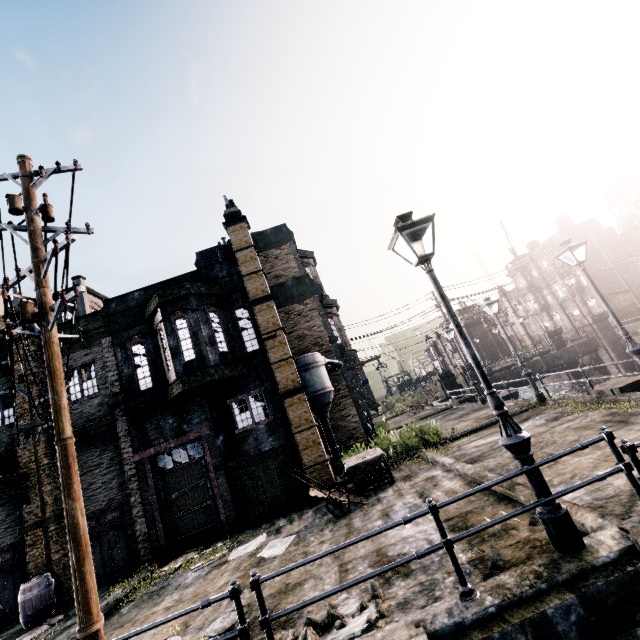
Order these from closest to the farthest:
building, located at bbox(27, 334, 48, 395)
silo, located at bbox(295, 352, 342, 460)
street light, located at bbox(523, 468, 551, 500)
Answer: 1. street light, located at bbox(523, 468, 551, 500)
2. building, located at bbox(27, 334, 48, 395)
3. silo, located at bbox(295, 352, 342, 460)

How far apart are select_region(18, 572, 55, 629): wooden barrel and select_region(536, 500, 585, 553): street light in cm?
1596

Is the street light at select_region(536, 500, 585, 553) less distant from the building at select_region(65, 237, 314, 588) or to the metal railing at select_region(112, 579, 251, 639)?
the metal railing at select_region(112, 579, 251, 639)

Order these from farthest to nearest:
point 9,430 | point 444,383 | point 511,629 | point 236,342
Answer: point 444,383
point 236,342
point 9,430
point 511,629

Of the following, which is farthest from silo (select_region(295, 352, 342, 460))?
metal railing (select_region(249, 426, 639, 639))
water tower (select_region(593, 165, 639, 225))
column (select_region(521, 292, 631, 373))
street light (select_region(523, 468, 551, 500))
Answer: water tower (select_region(593, 165, 639, 225))

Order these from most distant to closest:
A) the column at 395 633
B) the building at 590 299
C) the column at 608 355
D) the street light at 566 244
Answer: the building at 590 299
the column at 608 355
the street light at 566 244
the column at 395 633

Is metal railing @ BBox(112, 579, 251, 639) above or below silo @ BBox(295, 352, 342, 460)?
below

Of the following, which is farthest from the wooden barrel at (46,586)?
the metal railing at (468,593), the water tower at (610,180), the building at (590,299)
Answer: the water tower at (610,180)
